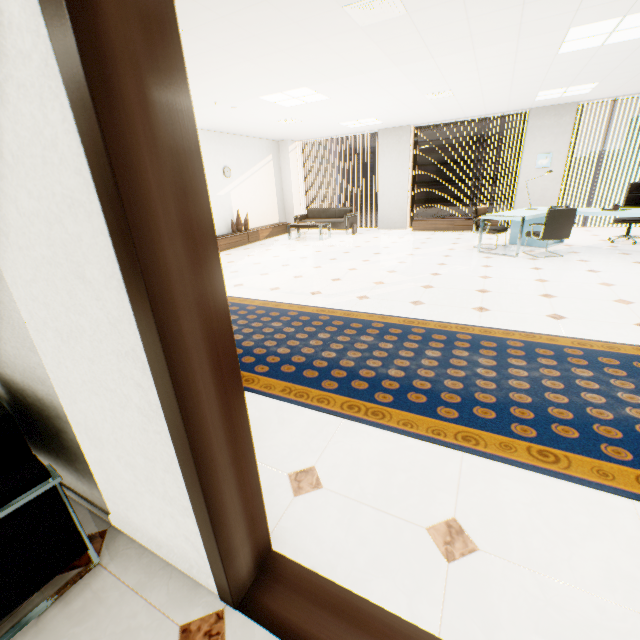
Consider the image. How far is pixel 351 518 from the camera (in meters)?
1.54

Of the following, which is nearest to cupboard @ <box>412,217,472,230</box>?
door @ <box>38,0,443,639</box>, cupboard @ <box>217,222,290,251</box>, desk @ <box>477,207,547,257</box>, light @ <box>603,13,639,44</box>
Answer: desk @ <box>477,207,547,257</box>

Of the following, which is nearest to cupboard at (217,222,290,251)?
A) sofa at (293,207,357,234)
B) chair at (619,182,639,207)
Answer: sofa at (293,207,357,234)

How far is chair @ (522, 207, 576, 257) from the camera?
5.7m

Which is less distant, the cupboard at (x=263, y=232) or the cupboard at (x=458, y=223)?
the cupboard at (x=263, y=232)

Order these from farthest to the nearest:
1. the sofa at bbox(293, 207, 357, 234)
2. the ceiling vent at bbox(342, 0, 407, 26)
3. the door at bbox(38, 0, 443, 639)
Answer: the sofa at bbox(293, 207, 357, 234)
the ceiling vent at bbox(342, 0, 407, 26)
the door at bbox(38, 0, 443, 639)

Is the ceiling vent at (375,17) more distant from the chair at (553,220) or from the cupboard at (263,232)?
the cupboard at (263,232)

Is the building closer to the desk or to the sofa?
the sofa
